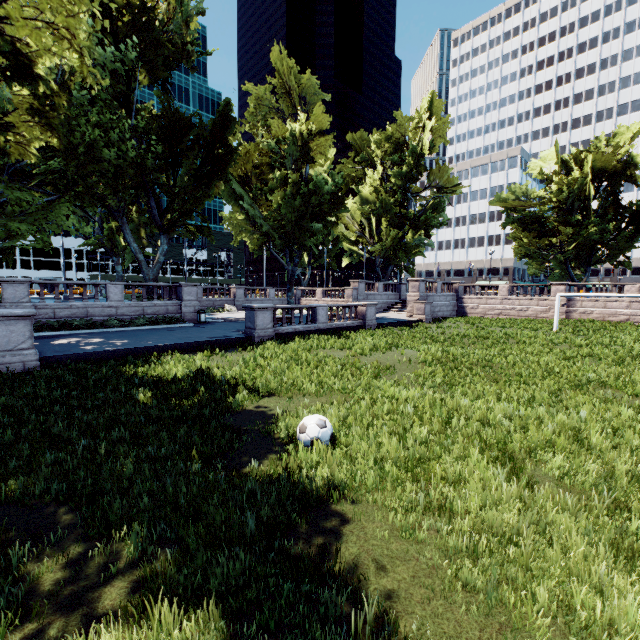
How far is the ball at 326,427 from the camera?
5.88m

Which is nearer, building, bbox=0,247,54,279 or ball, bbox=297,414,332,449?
ball, bbox=297,414,332,449

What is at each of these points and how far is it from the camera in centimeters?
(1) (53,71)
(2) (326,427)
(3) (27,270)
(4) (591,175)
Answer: (1) tree, 1675cm
(2) ball, 599cm
(3) building, 5884cm
(4) tree, 3253cm

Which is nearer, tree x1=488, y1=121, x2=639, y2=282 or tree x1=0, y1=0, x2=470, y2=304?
tree x1=0, y1=0, x2=470, y2=304

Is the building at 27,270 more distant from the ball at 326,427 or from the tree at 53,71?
the ball at 326,427

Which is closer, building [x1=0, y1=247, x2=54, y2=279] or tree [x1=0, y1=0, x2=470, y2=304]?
tree [x1=0, y1=0, x2=470, y2=304]

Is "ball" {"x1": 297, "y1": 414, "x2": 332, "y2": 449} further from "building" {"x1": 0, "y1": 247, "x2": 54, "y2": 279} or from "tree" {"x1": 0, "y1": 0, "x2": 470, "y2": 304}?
"building" {"x1": 0, "y1": 247, "x2": 54, "y2": 279}
